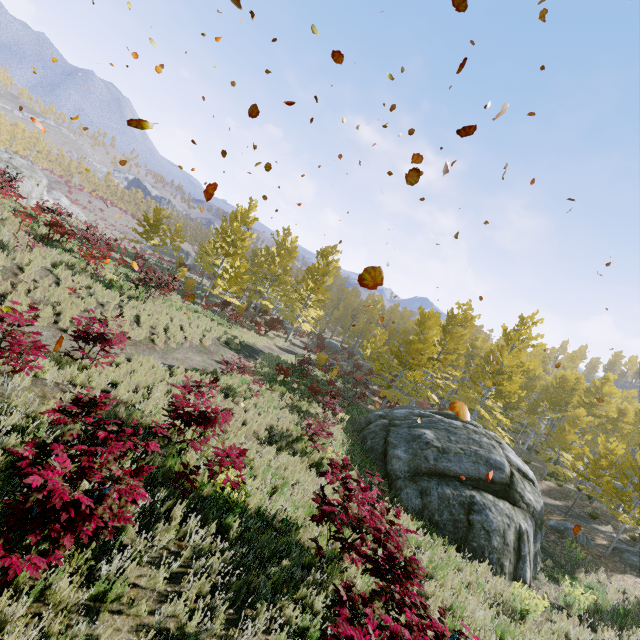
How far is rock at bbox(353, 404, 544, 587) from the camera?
10.1m

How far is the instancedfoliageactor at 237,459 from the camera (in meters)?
5.93

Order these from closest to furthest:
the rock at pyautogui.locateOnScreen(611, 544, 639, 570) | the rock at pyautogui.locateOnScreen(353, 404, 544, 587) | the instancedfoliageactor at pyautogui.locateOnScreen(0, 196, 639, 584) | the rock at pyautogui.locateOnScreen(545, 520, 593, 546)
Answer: the instancedfoliageactor at pyautogui.locateOnScreen(0, 196, 639, 584), the rock at pyautogui.locateOnScreen(353, 404, 544, 587), the rock at pyautogui.locateOnScreen(611, 544, 639, 570), the rock at pyautogui.locateOnScreen(545, 520, 593, 546)

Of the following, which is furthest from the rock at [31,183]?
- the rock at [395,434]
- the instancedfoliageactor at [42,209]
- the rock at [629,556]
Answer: the rock at [629,556]

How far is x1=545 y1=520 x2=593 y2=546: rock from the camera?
16.3 meters

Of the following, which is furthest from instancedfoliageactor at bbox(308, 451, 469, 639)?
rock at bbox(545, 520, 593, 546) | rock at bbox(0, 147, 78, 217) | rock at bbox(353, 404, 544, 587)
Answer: rock at bbox(0, 147, 78, 217)

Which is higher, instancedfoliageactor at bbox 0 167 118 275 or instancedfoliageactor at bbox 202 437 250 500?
instancedfoliageactor at bbox 0 167 118 275

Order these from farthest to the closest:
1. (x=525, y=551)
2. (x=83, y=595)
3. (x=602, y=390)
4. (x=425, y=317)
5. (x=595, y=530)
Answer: (x=425, y=317), (x=602, y=390), (x=595, y=530), (x=525, y=551), (x=83, y=595)
